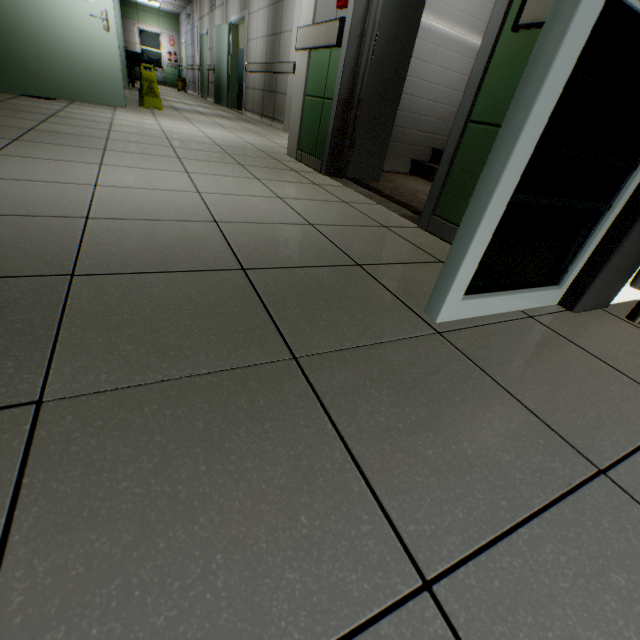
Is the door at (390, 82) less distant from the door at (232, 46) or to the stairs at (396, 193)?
the stairs at (396, 193)

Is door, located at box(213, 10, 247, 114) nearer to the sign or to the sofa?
the sign

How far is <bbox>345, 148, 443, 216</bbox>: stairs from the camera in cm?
271

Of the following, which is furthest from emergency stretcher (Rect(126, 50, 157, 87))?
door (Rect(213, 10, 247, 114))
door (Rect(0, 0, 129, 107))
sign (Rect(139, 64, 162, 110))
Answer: door (Rect(0, 0, 129, 107))

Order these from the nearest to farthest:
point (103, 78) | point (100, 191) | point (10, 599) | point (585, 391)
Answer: point (10, 599)
point (585, 391)
point (100, 191)
point (103, 78)

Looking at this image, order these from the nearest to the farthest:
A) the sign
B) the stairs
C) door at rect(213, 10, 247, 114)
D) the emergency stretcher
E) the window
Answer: the stairs, the sign, door at rect(213, 10, 247, 114), the emergency stretcher, the window

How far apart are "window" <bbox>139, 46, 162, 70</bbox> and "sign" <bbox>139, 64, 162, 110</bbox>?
17.1m

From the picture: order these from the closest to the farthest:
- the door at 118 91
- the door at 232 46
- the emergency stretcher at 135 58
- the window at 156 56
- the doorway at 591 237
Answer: the doorway at 591 237
the door at 118 91
the door at 232 46
the emergency stretcher at 135 58
the window at 156 56
